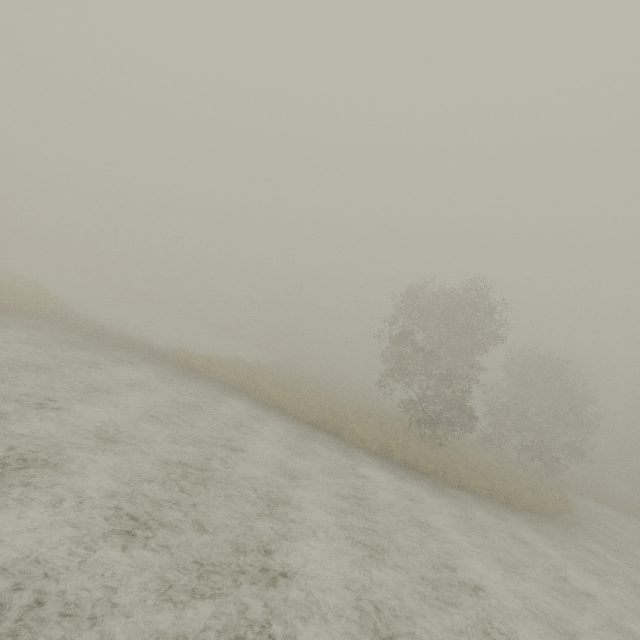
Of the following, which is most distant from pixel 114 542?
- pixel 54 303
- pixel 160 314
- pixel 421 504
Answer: pixel 160 314
